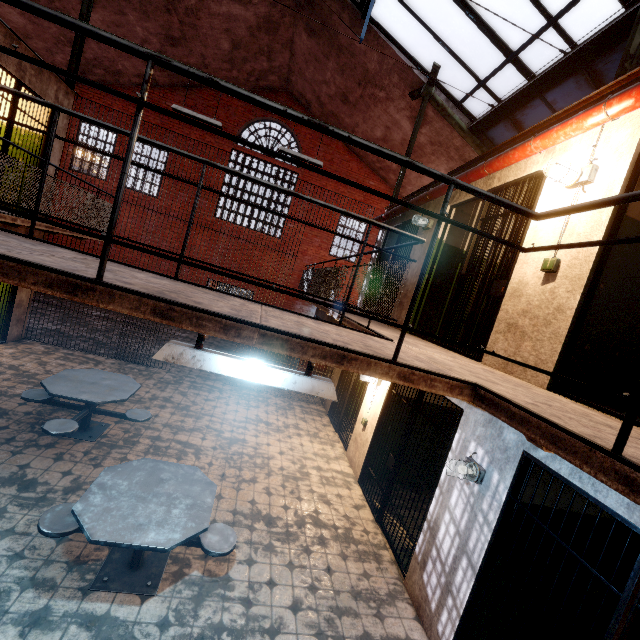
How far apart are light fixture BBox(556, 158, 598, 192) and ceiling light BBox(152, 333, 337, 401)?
3.0 meters

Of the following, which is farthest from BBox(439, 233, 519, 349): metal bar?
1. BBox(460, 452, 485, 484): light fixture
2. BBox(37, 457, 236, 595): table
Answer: BBox(37, 457, 236, 595): table

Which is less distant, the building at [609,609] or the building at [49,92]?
the building at [609,609]

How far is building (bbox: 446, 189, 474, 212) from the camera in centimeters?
519cm

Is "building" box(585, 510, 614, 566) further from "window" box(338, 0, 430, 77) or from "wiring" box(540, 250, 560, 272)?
"window" box(338, 0, 430, 77)

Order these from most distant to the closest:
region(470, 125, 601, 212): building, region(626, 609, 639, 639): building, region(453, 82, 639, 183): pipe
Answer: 1. region(626, 609, 639, 639): building
2. region(470, 125, 601, 212): building
3. region(453, 82, 639, 183): pipe

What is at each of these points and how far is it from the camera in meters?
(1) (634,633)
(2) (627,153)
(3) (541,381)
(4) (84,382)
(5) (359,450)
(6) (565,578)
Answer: (1) building, 3.9
(2) building, 2.8
(3) building, 3.0
(4) table, 5.1
(5) building, 6.4
(6) building, 3.6

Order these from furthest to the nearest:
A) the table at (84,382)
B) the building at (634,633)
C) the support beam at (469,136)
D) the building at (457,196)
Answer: the support beam at (469,136) < the building at (457,196) < the table at (84,382) < the building at (634,633)
